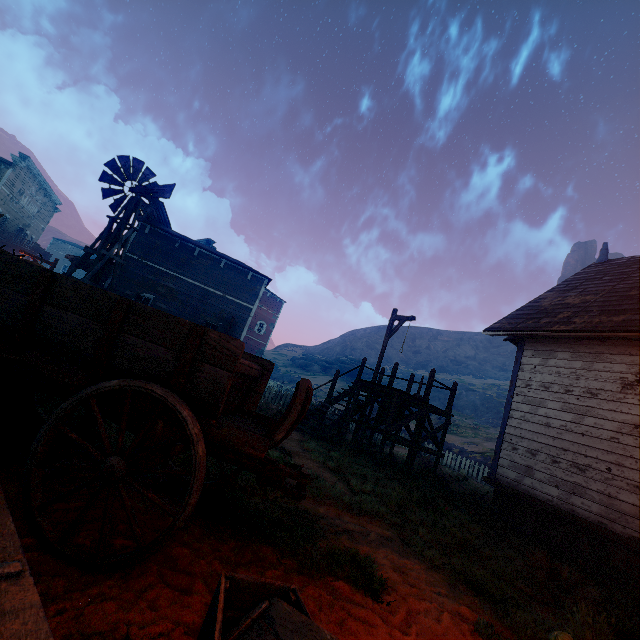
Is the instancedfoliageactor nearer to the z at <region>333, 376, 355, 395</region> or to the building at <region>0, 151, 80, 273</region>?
the z at <region>333, 376, 355, 395</region>

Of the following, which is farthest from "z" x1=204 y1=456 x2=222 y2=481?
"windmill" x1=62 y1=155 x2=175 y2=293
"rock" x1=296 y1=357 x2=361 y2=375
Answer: "rock" x1=296 y1=357 x2=361 y2=375

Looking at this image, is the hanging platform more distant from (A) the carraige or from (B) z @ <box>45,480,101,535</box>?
(A) the carraige

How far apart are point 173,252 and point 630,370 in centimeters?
2030cm

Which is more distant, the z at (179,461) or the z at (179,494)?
the z at (179,461)

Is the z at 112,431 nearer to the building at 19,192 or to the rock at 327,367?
the building at 19,192

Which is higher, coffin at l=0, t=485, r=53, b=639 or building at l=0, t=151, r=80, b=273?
building at l=0, t=151, r=80, b=273
